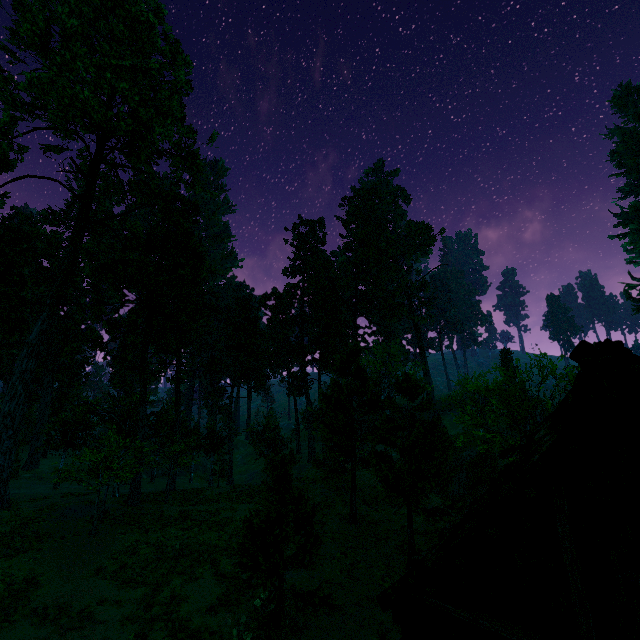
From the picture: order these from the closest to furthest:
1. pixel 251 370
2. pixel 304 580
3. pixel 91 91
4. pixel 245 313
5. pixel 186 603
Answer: pixel 186 603, pixel 304 580, pixel 91 91, pixel 251 370, pixel 245 313

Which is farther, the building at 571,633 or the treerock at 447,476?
the treerock at 447,476

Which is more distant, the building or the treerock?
the treerock
